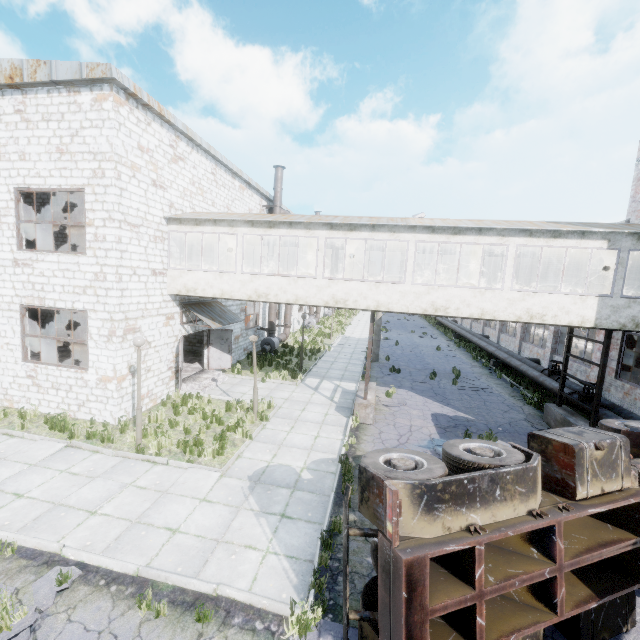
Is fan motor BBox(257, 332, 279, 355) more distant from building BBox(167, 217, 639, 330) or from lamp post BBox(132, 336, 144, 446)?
lamp post BBox(132, 336, 144, 446)

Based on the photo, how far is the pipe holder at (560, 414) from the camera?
11.03m

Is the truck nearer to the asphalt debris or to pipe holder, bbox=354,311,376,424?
the asphalt debris

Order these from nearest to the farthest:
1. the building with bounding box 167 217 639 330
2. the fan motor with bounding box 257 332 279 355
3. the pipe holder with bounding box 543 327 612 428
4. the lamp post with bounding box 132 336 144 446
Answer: the lamp post with bounding box 132 336 144 446, the building with bounding box 167 217 639 330, the pipe holder with bounding box 543 327 612 428, the fan motor with bounding box 257 332 279 355

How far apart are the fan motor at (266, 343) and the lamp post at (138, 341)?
12.5m

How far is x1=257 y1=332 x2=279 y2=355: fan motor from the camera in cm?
2216

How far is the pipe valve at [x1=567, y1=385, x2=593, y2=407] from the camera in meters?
12.9 m

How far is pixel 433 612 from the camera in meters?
3.8
